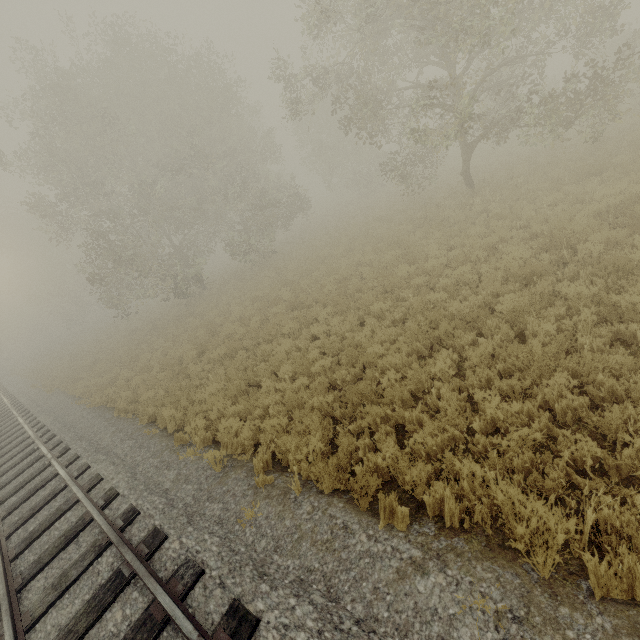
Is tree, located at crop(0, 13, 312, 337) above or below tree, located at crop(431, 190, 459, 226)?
above

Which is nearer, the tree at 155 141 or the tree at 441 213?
the tree at 441 213

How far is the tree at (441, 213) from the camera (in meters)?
14.60

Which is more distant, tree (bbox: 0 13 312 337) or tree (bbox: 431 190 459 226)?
tree (bbox: 0 13 312 337)

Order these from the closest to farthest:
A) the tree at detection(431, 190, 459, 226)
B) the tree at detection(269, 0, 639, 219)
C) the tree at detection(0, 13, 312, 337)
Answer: the tree at detection(269, 0, 639, 219) → the tree at detection(431, 190, 459, 226) → the tree at detection(0, 13, 312, 337)

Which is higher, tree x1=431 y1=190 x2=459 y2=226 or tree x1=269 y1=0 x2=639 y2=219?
tree x1=269 y1=0 x2=639 y2=219

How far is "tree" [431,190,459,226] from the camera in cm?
1460

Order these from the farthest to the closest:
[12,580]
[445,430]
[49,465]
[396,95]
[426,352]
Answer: [396,95] < [49,465] < [426,352] < [12,580] < [445,430]
